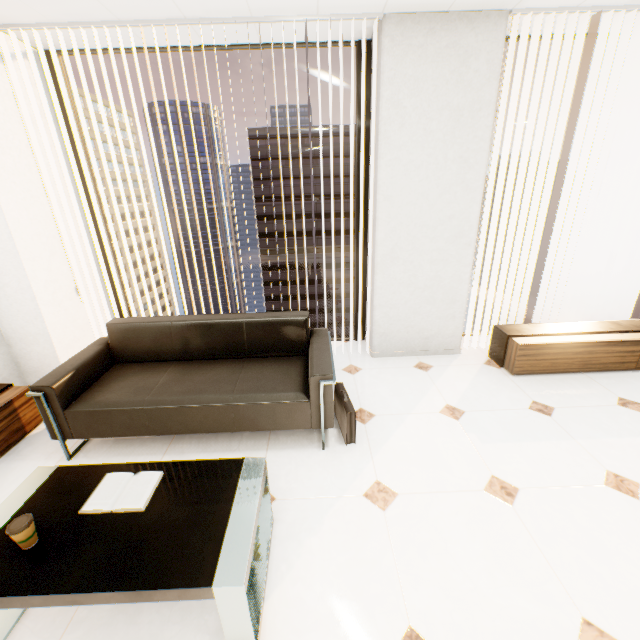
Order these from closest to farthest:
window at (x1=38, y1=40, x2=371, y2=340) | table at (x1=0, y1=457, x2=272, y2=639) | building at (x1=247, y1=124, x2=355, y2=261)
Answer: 1. table at (x1=0, y1=457, x2=272, y2=639)
2. window at (x1=38, y1=40, x2=371, y2=340)
3. building at (x1=247, y1=124, x2=355, y2=261)

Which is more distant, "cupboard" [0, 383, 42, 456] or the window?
the window

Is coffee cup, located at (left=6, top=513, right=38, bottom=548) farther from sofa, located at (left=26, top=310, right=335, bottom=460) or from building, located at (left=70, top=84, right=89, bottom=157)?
building, located at (left=70, top=84, right=89, bottom=157)

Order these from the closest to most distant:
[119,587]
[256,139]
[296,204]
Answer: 1. [119,587]
2. [256,139]
3. [296,204]

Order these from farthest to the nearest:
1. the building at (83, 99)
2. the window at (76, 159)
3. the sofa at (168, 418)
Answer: the building at (83, 99)
the window at (76, 159)
the sofa at (168, 418)

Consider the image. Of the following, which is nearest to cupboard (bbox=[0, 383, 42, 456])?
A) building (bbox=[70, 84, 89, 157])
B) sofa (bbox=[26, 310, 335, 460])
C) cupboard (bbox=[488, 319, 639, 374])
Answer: sofa (bbox=[26, 310, 335, 460])

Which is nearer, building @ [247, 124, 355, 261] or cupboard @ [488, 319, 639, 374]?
cupboard @ [488, 319, 639, 374]

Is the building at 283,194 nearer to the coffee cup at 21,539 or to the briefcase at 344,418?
the briefcase at 344,418
